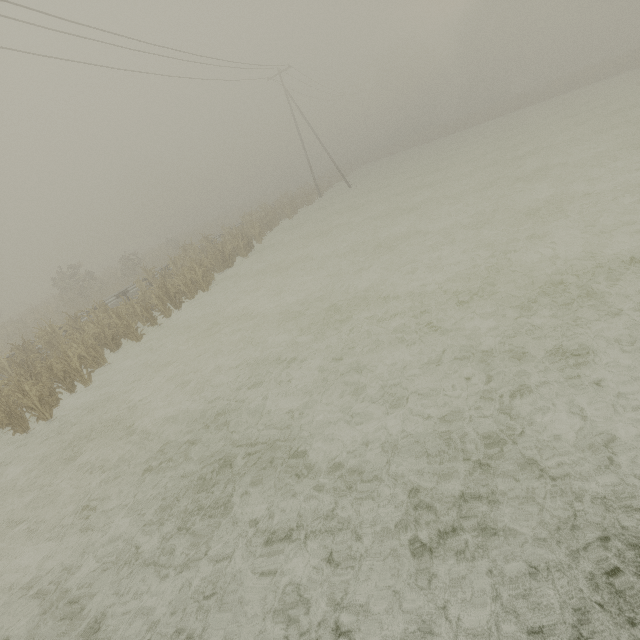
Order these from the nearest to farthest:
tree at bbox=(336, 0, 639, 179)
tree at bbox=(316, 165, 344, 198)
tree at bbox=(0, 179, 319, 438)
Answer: tree at bbox=(0, 179, 319, 438)
tree at bbox=(336, 0, 639, 179)
tree at bbox=(316, 165, 344, 198)

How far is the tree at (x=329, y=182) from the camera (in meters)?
40.62

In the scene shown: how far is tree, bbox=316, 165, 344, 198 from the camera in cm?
4062

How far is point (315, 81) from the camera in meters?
36.2 m

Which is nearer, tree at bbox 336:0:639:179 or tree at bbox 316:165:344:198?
tree at bbox 336:0:639:179

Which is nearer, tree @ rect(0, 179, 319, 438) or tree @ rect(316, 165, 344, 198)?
tree @ rect(0, 179, 319, 438)

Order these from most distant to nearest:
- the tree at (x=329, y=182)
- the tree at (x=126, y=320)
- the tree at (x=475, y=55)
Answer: the tree at (x=329, y=182)
the tree at (x=475, y=55)
the tree at (x=126, y=320)

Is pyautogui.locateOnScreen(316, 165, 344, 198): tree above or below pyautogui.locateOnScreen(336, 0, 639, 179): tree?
below
